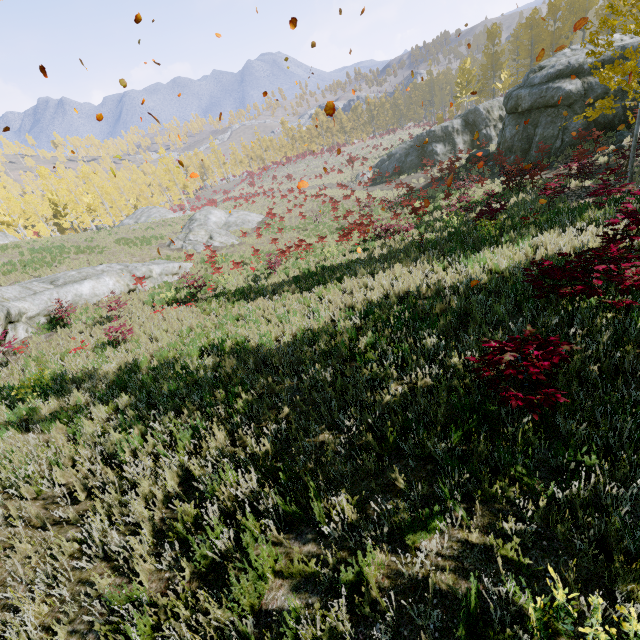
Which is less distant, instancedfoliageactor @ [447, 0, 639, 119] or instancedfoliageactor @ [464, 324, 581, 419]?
instancedfoliageactor @ [464, 324, 581, 419]

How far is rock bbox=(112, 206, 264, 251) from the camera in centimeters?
2624cm

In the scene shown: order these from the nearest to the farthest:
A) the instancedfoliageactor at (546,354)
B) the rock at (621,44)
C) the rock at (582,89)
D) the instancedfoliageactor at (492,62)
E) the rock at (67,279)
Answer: the instancedfoliageactor at (546,354) → the instancedfoliageactor at (492,62) → the rock at (67,279) → the rock at (621,44) → the rock at (582,89)

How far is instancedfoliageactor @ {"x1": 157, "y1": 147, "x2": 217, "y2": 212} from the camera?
52.6m

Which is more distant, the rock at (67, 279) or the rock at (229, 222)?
the rock at (229, 222)

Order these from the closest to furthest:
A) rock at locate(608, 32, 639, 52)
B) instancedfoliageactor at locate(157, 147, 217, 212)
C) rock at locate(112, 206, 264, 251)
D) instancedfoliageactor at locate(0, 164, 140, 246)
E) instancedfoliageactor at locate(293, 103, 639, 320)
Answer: instancedfoliageactor at locate(293, 103, 639, 320) → rock at locate(608, 32, 639, 52) → rock at locate(112, 206, 264, 251) → instancedfoliageactor at locate(0, 164, 140, 246) → instancedfoliageactor at locate(157, 147, 217, 212)

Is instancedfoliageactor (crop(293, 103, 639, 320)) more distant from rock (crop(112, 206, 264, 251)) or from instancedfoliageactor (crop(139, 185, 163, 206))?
rock (crop(112, 206, 264, 251))

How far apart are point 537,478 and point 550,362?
1.3 meters
